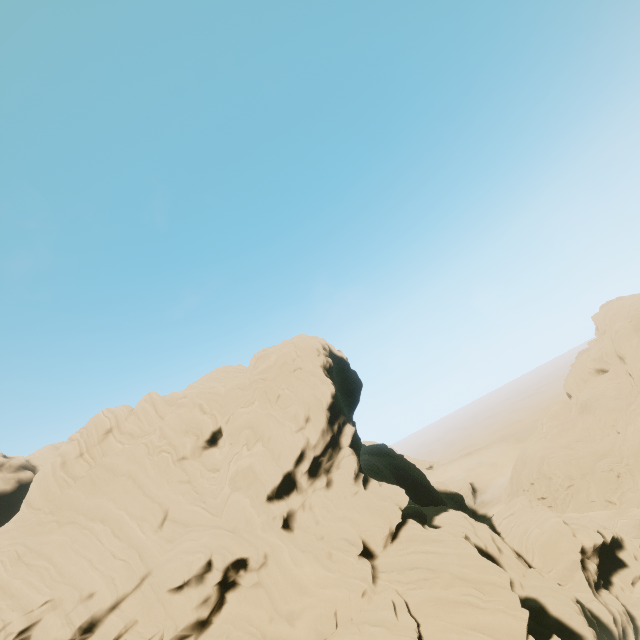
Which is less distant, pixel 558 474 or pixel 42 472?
pixel 42 472
